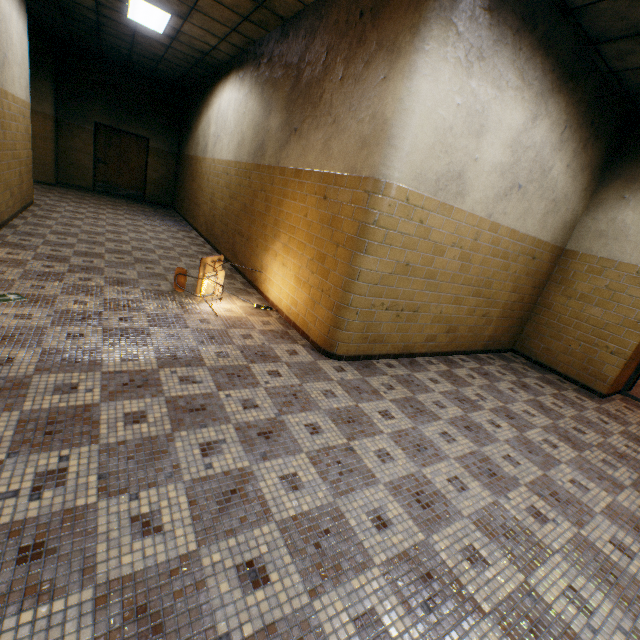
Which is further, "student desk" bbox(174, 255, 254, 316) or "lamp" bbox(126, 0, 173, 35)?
"lamp" bbox(126, 0, 173, 35)

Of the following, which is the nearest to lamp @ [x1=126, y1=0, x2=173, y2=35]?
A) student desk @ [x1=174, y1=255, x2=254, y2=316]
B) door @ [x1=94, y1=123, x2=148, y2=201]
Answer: student desk @ [x1=174, y1=255, x2=254, y2=316]

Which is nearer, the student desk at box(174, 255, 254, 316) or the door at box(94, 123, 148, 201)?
the student desk at box(174, 255, 254, 316)

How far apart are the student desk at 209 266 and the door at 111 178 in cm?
987

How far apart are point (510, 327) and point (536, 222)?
1.8 meters

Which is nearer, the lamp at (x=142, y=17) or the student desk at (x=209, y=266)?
the student desk at (x=209, y=266)

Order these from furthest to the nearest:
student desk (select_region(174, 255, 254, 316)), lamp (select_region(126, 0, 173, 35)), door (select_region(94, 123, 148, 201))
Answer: door (select_region(94, 123, 148, 201)), lamp (select_region(126, 0, 173, 35)), student desk (select_region(174, 255, 254, 316))

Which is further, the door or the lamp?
the door
